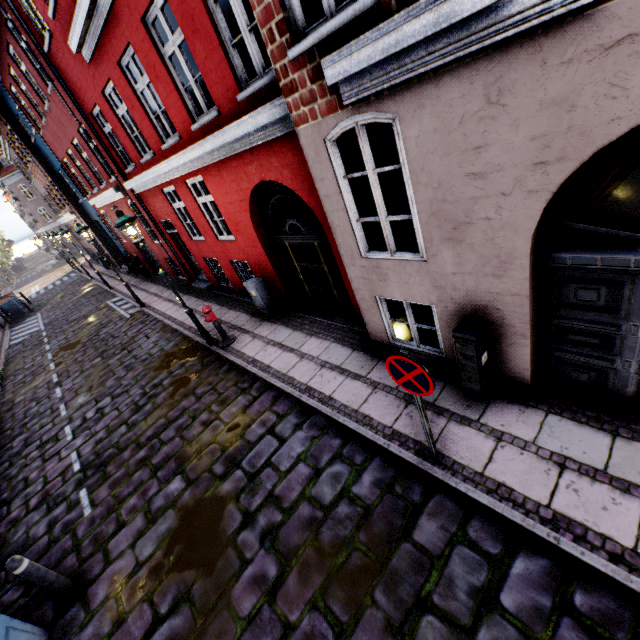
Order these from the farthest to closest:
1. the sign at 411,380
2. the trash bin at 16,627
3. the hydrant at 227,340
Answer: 1. the hydrant at 227,340
2. the trash bin at 16,627
3. the sign at 411,380

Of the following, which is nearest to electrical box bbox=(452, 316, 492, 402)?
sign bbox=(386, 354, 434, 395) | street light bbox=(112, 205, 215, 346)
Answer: sign bbox=(386, 354, 434, 395)

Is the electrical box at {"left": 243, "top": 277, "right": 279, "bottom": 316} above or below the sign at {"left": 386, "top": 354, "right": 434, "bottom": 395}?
below

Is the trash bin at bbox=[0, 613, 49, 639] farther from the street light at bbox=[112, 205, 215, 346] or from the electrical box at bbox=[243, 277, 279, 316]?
the electrical box at bbox=[243, 277, 279, 316]

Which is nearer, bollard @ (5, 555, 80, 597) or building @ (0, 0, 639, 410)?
building @ (0, 0, 639, 410)

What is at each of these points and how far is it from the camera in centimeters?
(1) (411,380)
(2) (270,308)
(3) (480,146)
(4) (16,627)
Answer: (1) sign, 326cm
(2) electrical box, 892cm
(3) building, 299cm
(4) trash bin, 388cm

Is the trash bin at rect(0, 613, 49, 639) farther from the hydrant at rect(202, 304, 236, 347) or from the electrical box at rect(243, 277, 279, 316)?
the electrical box at rect(243, 277, 279, 316)

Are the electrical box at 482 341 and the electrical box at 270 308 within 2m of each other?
no
